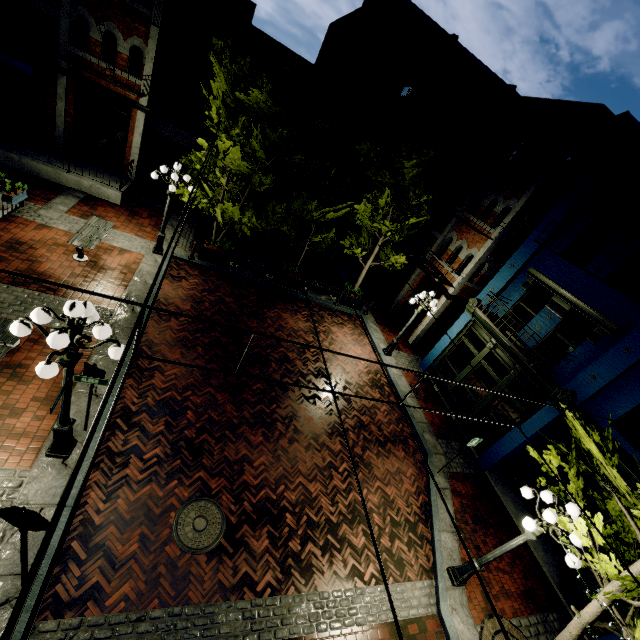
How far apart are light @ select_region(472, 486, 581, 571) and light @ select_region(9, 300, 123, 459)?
8.3m

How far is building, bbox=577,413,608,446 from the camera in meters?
8.9 m

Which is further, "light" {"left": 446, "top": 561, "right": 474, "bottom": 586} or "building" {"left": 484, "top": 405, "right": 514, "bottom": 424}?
"building" {"left": 484, "top": 405, "right": 514, "bottom": 424}

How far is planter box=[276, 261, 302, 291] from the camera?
15.4m

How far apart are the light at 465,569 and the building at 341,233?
20.3m

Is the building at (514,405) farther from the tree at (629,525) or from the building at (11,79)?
the building at (11,79)

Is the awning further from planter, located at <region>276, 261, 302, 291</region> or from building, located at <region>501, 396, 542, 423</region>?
building, located at <region>501, 396, 542, 423</region>

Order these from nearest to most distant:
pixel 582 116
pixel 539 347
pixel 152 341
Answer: pixel 152 341 → pixel 539 347 → pixel 582 116
